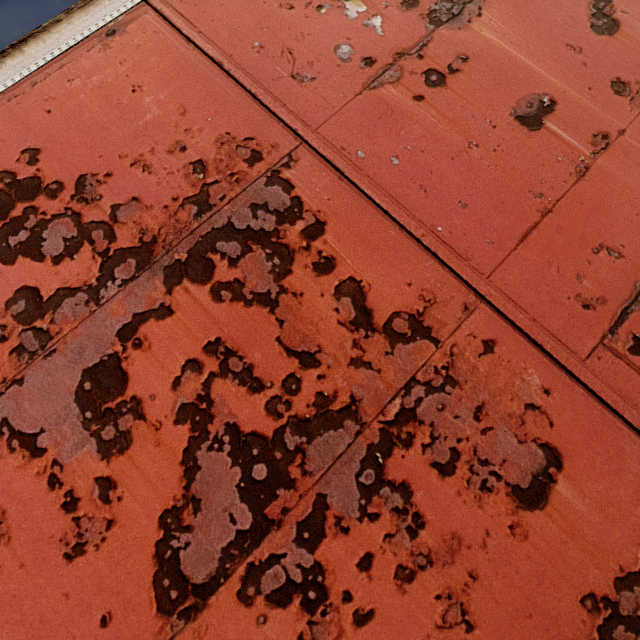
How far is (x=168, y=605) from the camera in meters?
0.9
